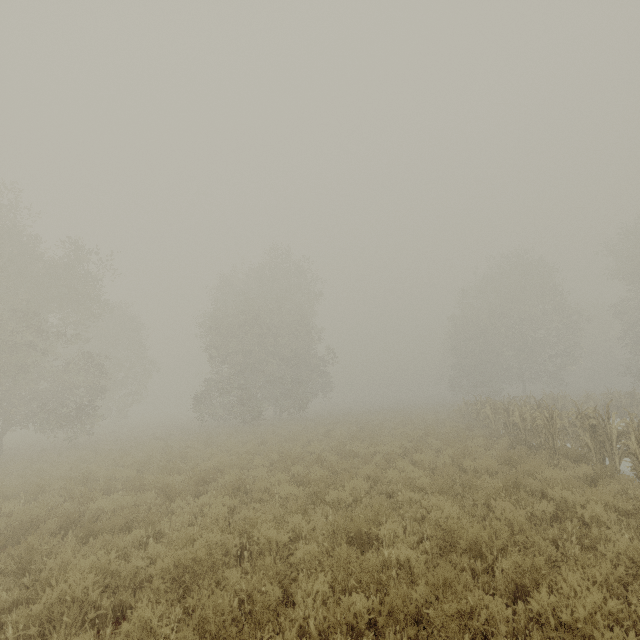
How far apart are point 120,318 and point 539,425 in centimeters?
3714cm
